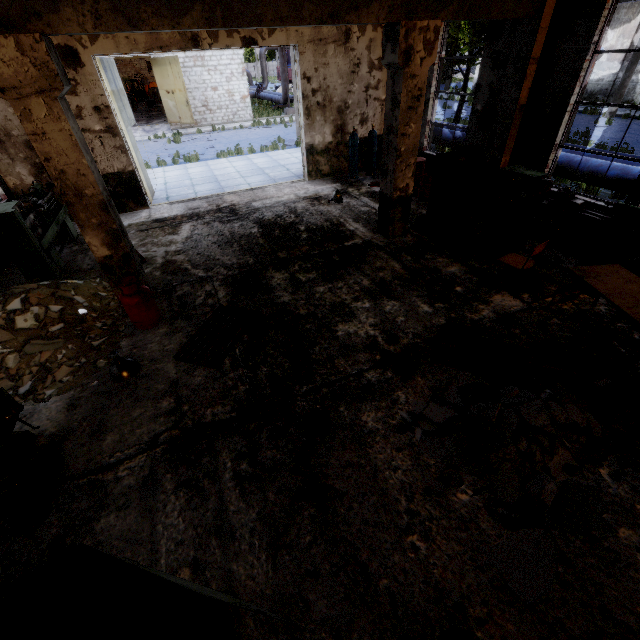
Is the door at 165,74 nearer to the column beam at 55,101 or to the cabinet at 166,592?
the column beam at 55,101

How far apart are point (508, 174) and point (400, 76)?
2.91m

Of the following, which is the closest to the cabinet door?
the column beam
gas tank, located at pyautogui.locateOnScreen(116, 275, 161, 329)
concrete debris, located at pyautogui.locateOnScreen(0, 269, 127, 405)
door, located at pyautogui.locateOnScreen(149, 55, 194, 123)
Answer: the column beam

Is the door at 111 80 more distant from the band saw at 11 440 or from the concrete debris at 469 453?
the concrete debris at 469 453

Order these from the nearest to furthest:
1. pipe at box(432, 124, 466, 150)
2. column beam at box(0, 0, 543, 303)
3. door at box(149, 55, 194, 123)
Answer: column beam at box(0, 0, 543, 303), pipe at box(432, 124, 466, 150), door at box(149, 55, 194, 123)

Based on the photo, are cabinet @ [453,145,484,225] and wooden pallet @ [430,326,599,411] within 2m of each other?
no

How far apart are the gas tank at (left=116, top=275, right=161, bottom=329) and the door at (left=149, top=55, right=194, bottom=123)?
23.1m

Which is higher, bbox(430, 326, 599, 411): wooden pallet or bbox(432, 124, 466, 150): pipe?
bbox(432, 124, 466, 150): pipe
